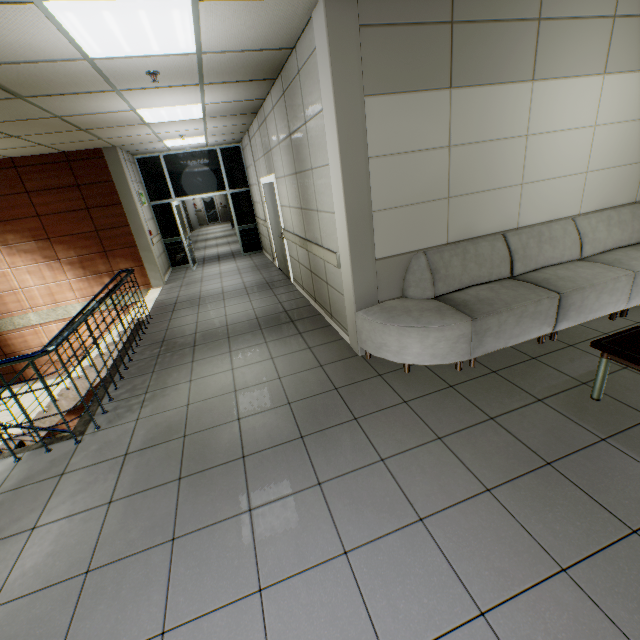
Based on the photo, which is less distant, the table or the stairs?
the table

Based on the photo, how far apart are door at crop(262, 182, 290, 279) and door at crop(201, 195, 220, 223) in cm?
1894

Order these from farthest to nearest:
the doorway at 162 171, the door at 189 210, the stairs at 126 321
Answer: the door at 189 210, the doorway at 162 171, the stairs at 126 321

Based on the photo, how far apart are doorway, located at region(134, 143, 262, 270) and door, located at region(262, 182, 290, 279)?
2.74m

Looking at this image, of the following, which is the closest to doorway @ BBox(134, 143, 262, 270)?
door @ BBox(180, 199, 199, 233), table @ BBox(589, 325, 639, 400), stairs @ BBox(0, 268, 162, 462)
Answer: stairs @ BBox(0, 268, 162, 462)

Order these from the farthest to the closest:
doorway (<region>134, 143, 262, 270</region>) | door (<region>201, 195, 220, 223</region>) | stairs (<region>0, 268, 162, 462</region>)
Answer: door (<region>201, 195, 220, 223</region>) < doorway (<region>134, 143, 262, 270</region>) < stairs (<region>0, 268, 162, 462</region>)

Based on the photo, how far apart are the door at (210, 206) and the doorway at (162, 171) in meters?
16.0 m

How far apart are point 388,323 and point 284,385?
1.3m
